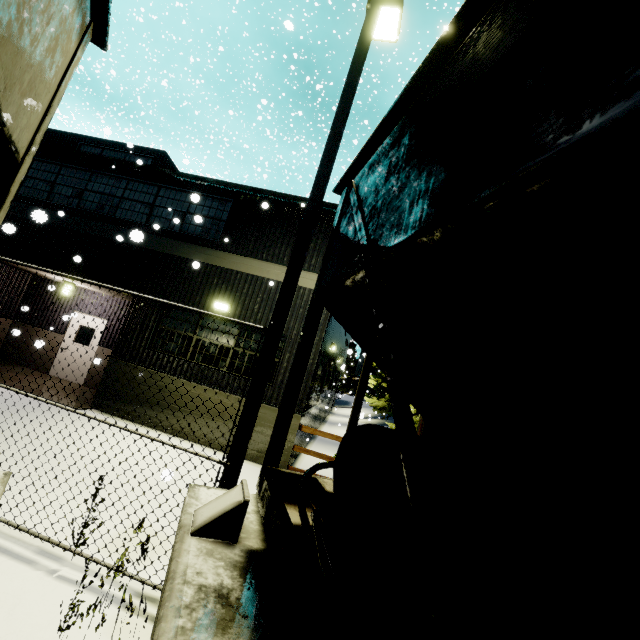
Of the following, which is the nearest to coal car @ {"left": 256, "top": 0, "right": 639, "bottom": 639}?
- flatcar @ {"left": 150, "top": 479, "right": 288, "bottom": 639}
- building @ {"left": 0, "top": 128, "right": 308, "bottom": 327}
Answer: flatcar @ {"left": 150, "top": 479, "right": 288, "bottom": 639}

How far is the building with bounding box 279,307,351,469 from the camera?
8.6m

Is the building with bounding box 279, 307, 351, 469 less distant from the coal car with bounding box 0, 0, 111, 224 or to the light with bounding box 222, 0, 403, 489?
the coal car with bounding box 0, 0, 111, 224

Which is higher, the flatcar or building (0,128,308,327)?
building (0,128,308,327)

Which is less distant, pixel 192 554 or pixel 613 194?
pixel 613 194

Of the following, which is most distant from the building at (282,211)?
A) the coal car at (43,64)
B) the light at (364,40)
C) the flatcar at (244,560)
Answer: the light at (364,40)

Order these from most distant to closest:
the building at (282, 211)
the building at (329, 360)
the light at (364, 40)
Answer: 1. the building at (282, 211)
2. the building at (329, 360)
3. the light at (364, 40)
